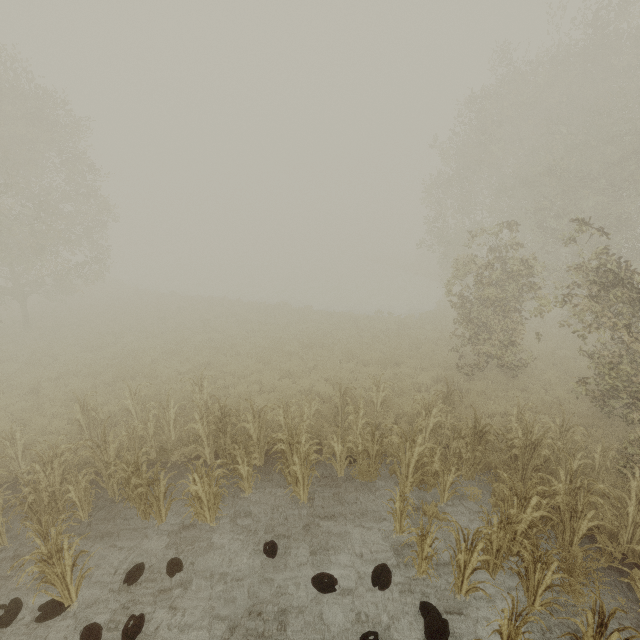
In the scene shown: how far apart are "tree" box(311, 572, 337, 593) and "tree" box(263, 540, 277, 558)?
0.89m

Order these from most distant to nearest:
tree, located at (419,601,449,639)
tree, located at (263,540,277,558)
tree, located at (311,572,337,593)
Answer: tree, located at (263,540,277,558)
tree, located at (311,572,337,593)
tree, located at (419,601,449,639)

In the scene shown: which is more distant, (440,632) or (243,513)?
(243,513)

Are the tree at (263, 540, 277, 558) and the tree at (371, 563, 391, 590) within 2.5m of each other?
yes

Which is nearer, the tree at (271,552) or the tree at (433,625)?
the tree at (433,625)

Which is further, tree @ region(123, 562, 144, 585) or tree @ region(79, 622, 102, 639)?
tree @ region(123, 562, 144, 585)

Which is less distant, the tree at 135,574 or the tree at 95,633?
the tree at 95,633

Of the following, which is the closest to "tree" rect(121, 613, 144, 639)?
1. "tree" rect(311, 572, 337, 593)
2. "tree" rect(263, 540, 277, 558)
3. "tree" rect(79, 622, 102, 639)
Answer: "tree" rect(79, 622, 102, 639)
